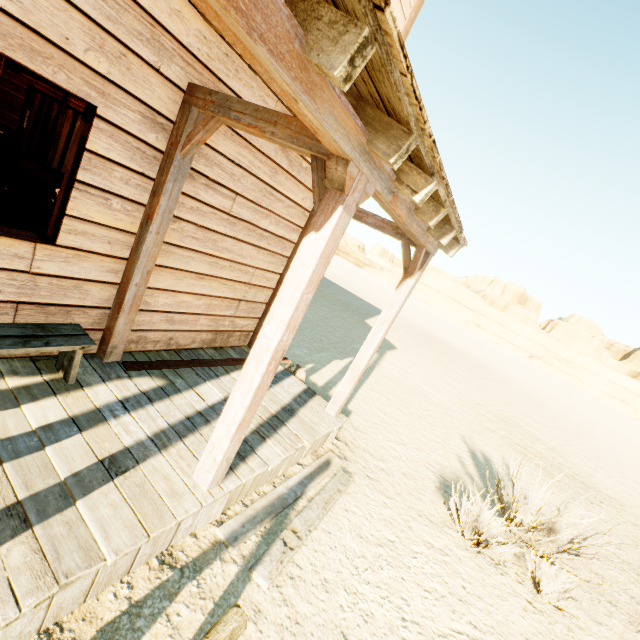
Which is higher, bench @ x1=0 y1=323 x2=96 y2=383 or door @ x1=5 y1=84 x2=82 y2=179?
door @ x1=5 y1=84 x2=82 y2=179

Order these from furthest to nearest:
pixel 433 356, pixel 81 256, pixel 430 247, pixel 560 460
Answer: pixel 433 356, pixel 560 460, pixel 430 247, pixel 81 256

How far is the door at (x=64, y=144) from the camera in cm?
741

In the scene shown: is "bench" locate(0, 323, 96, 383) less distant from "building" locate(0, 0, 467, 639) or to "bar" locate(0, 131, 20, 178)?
"building" locate(0, 0, 467, 639)

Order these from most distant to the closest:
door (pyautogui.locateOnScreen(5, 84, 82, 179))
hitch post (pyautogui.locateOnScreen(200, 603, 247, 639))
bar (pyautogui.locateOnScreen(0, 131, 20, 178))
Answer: door (pyautogui.locateOnScreen(5, 84, 82, 179)), bar (pyautogui.locateOnScreen(0, 131, 20, 178)), hitch post (pyautogui.locateOnScreen(200, 603, 247, 639))

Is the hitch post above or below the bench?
above

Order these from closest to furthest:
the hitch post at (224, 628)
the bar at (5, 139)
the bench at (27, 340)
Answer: the hitch post at (224, 628) → the bench at (27, 340) → the bar at (5, 139)

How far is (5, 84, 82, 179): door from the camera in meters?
7.4
